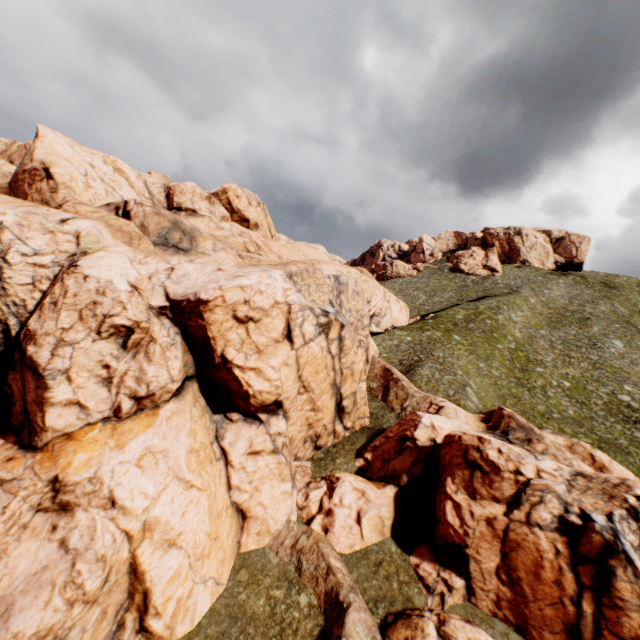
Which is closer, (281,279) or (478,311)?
(281,279)
